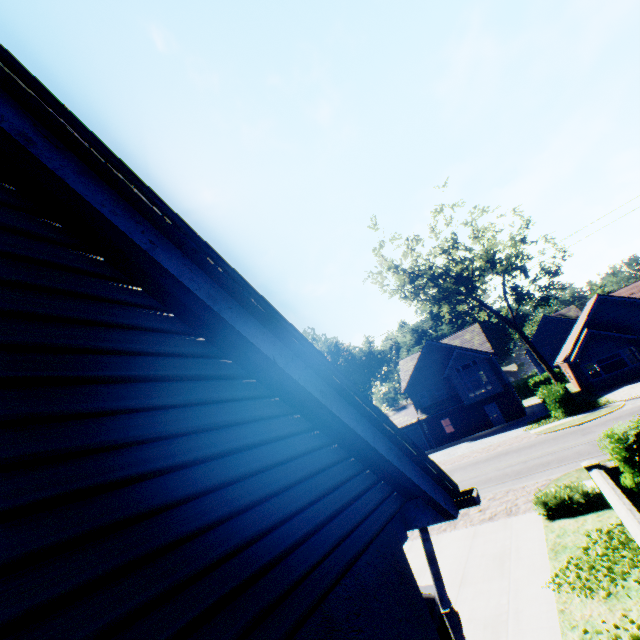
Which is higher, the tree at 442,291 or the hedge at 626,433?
the tree at 442,291

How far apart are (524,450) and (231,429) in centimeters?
2239cm

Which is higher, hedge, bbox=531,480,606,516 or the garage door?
the garage door

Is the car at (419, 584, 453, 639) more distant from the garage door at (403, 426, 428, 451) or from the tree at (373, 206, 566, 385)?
the garage door at (403, 426, 428, 451)

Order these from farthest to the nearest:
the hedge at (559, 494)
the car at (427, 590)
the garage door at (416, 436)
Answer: the garage door at (416, 436) → the hedge at (559, 494) → the car at (427, 590)

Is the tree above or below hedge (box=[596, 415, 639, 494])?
above

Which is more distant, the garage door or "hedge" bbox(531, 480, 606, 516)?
the garage door

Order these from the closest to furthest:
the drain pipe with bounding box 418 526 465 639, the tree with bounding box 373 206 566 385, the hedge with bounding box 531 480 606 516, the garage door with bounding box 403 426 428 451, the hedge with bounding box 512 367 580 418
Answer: the drain pipe with bounding box 418 526 465 639 → the hedge with bounding box 531 480 606 516 → the hedge with bounding box 512 367 580 418 → the tree with bounding box 373 206 566 385 → the garage door with bounding box 403 426 428 451
